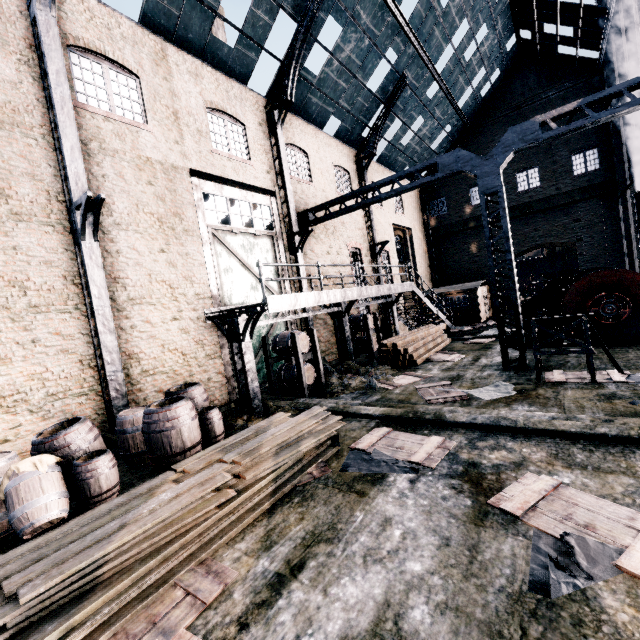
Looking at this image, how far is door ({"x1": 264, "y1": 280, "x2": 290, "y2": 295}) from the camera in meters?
14.4

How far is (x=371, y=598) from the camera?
3.5m

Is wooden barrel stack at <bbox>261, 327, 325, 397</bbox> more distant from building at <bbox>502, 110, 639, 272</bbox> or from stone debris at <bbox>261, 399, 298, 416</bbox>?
building at <bbox>502, 110, 639, 272</bbox>

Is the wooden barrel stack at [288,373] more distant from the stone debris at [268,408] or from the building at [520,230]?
the building at [520,230]

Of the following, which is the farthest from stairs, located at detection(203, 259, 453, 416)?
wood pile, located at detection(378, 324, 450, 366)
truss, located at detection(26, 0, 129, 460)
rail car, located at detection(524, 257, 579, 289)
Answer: rail car, located at detection(524, 257, 579, 289)

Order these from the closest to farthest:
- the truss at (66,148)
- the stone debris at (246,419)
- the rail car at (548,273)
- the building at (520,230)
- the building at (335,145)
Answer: the truss at (66,148) < the stone debris at (246,419) < the building at (335,145) < the building at (520,230) < the rail car at (548,273)

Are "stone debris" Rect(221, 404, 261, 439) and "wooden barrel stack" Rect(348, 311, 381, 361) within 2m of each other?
no

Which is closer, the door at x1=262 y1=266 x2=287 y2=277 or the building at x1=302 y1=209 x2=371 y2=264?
the door at x1=262 y1=266 x2=287 y2=277
